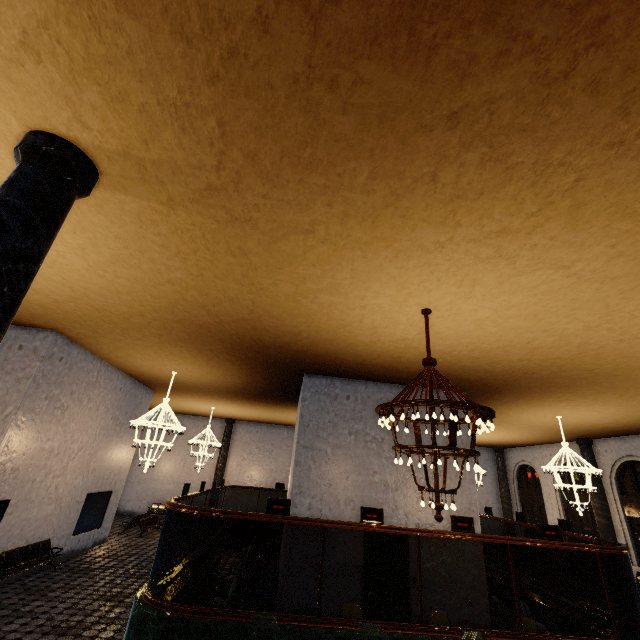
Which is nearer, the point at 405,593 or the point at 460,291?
the point at 460,291
